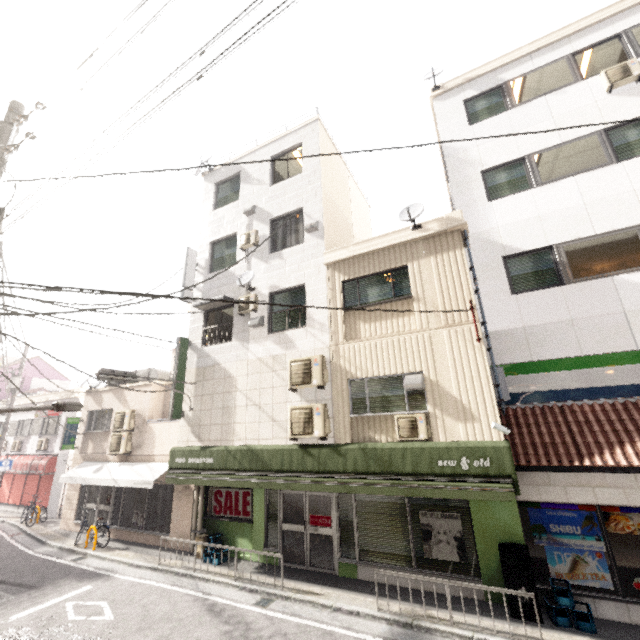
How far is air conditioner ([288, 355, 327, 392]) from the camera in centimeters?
897cm

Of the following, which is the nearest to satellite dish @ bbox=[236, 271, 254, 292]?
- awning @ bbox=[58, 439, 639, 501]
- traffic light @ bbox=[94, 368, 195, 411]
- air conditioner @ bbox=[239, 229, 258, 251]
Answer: air conditioner @ bbox=[239, 229, 258, 251]

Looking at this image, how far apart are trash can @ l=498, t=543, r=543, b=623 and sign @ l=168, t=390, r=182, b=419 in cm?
978

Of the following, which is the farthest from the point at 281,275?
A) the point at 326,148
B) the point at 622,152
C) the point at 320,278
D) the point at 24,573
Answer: the point at 24,573

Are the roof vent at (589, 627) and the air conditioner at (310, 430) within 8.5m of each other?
yes

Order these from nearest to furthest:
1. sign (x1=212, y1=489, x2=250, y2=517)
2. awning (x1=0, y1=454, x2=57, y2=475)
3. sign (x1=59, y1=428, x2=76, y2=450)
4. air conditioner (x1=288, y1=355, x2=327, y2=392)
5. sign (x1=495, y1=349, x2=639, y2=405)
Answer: sign (x1=495, y1=349, x2=639, y2=405)
air conditioner (x1=288, y1=355, x2=327, y2=392)
sign (x1=212, y1=489, x2=250, y2=517)
sign (x1=59, y1=428, x2=76, y2=450)
awning (x1=0, y1=454, x2=57, y2=475)

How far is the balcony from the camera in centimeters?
1246cm

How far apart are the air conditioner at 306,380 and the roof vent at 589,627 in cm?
619
